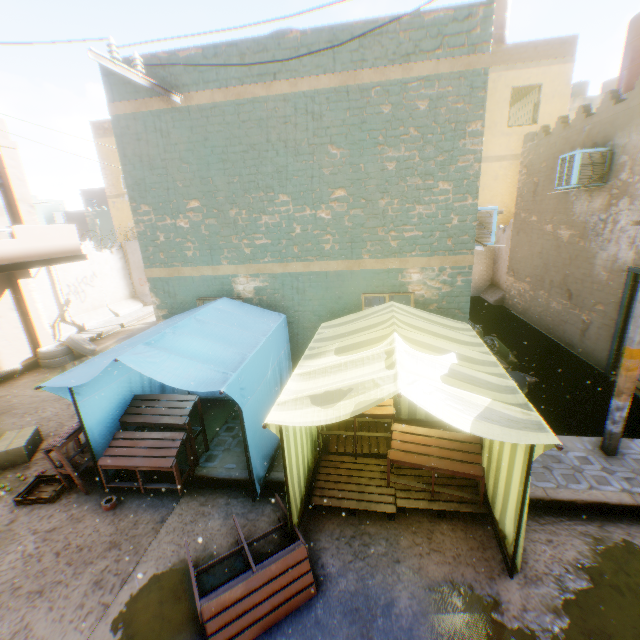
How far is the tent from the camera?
3.02m

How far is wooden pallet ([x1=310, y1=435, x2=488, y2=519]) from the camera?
4.4 meters

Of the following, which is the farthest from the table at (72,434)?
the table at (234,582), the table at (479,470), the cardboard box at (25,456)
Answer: the table at (479,470)

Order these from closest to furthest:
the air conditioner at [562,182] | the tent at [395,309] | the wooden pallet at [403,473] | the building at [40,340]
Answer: the tent at [395,309] < the wooden pallet at [403,473] < the air conditioner at [562,182] < the building at [40,340]

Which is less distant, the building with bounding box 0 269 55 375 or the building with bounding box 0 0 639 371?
the building with bounding box 0 0 639 371

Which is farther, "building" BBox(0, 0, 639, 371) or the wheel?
the wheel

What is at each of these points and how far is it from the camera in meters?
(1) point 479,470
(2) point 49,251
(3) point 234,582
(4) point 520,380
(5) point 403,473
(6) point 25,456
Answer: (1) table, 4.2
(2) balcony, 9.1
(3) table, 3.5
(4) trash bag, 6.9
(5) wooden pallet, 5.0
(6) cardboard box, 6.2

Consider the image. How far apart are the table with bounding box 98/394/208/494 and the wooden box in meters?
0.9
